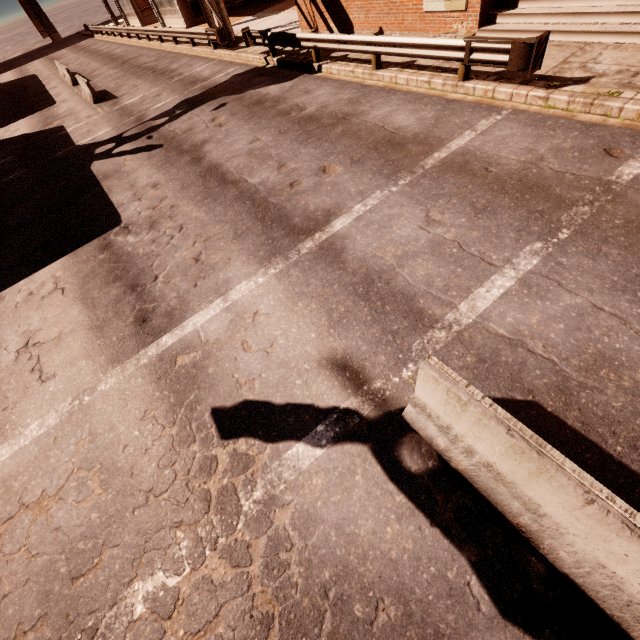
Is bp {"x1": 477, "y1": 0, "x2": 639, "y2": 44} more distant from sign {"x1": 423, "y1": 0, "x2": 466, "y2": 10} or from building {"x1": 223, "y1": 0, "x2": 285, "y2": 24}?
building {"x1": 223, "y1": 0, "x2": 285, "y2": 24}

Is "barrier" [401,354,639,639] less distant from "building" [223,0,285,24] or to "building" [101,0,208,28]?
"building" [223,0,285,24]

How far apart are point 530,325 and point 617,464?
1.77m

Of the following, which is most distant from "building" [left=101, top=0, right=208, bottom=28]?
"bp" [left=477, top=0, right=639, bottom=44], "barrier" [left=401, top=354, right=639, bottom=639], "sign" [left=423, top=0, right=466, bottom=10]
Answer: "barrier" [left=401, top=354, right=639, bottom=639]

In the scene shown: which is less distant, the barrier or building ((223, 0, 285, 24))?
the barrier

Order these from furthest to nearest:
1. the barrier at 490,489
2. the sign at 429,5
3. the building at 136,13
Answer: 1. the building at 136,13
2. the sign at 429,5
3. the barrier at 490,489

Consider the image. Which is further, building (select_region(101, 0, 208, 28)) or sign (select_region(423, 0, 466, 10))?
building (select_region(101, 0, 208, 28))

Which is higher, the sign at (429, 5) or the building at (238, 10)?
the sign at (429, 5)
